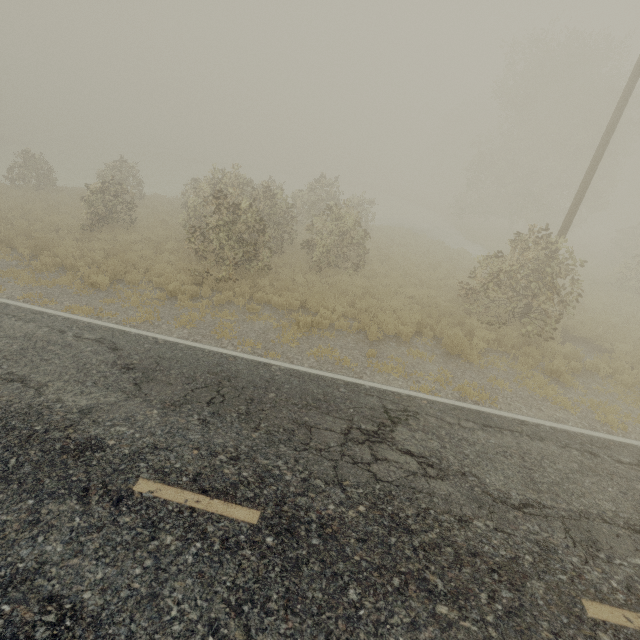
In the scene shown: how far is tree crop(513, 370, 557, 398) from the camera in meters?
8.2

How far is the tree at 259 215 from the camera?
11.3m

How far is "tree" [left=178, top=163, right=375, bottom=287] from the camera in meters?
11.3

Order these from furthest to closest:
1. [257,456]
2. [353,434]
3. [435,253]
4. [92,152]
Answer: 1. [92,152]
2. [435,253]
3. [353,434]
4. [257,456]

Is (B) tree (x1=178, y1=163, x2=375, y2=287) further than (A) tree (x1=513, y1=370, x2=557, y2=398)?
Yes

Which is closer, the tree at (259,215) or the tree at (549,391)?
the tree at (549,391)

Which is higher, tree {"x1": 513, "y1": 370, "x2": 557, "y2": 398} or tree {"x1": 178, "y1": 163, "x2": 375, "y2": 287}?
tree {"x1": 178, "y1": 163, "x2": 375, "y2": 287}
